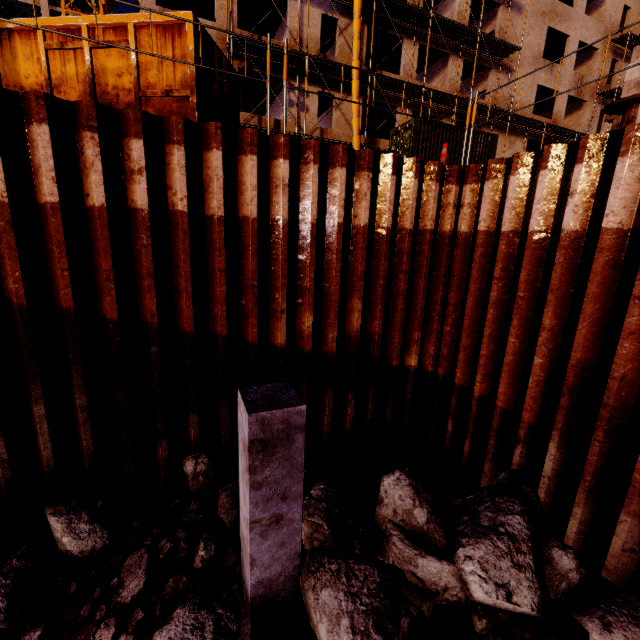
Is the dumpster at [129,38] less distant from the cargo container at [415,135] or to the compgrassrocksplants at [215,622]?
the compgrassrocksplants at [215,622]

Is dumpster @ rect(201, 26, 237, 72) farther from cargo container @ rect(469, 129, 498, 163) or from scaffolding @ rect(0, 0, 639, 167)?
cargo container @ rect(469, 129, 498, 163)

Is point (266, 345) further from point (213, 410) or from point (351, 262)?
point (351, 262)

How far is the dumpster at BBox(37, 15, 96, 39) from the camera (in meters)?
4.98

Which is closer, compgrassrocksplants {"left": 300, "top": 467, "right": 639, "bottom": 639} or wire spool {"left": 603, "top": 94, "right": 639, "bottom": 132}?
compgrassrocksplants {"left": 300, "top": 467, "right": 639, "bottom": 639}

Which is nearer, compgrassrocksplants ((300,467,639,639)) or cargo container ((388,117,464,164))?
compgrassrocksplants ((300,467,639,639))

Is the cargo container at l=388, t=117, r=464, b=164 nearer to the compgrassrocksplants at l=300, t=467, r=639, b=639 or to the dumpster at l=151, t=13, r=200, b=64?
the dumpster at l=151, t=13, r=200, b=64

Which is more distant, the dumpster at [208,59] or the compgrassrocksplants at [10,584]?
the dumpster at [208,59]
